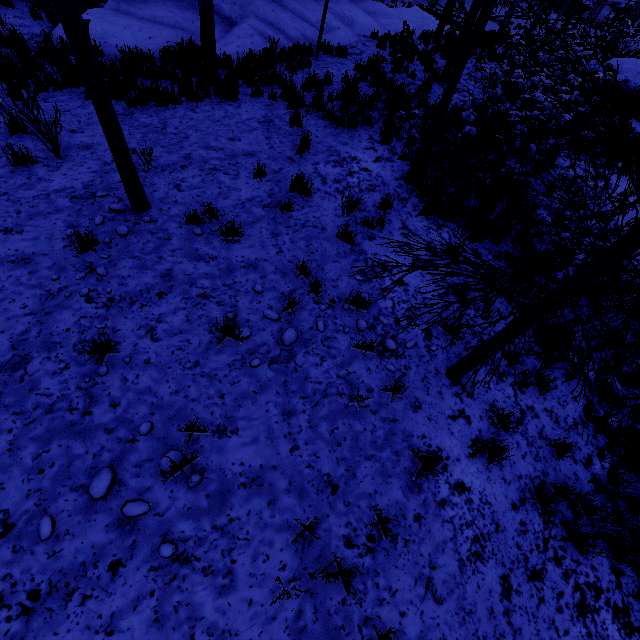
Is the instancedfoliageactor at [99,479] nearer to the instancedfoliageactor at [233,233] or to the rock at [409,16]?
the instancedfoliageactor at [233,233]

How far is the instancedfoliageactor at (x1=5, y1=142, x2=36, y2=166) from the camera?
5.2 meters

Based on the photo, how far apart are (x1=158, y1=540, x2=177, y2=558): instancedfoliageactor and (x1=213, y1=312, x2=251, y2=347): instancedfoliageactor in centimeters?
211cm

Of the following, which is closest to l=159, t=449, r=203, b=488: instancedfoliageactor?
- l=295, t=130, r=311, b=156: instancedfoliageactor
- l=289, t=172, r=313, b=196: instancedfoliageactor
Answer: l=289, t=172, r=313, b=196: instancedfoliageactor

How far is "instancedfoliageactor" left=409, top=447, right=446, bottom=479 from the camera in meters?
3.5

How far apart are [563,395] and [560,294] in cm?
351

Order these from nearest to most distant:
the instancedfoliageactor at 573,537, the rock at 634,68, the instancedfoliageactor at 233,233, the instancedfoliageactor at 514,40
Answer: the instancedfoliageactor at 514,40 < the instancedfoliageactor at 573,537 < the instancedfoliageactor at 233,233 < the rock at 634,68

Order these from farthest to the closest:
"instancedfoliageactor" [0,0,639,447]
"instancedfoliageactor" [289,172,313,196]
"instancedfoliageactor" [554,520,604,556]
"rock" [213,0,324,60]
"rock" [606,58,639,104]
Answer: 1. "rock" [606,58,639,104]
2. "rock" [213,0,324,60]
3. "instancedfoliageactor" [289,172,313,196]
4. "instancedfoliageactor" [554,520,604,556]
5. "instancedfoliageactor" [0,0,639,447]
